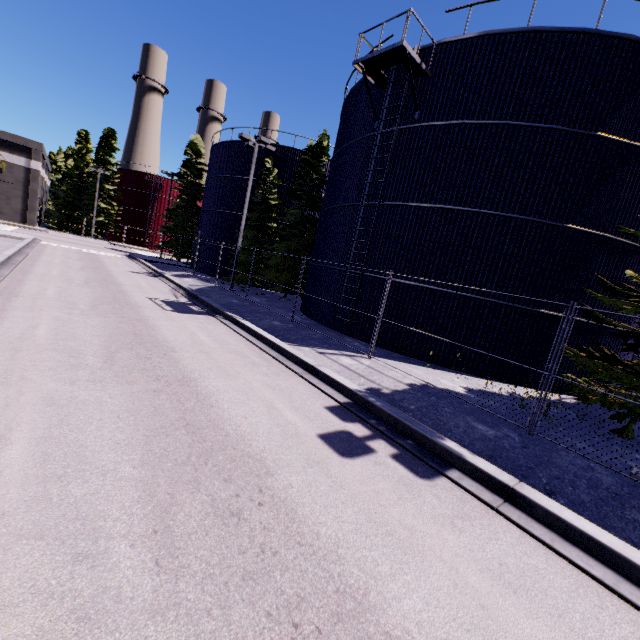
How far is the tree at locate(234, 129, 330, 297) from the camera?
23.5 meters

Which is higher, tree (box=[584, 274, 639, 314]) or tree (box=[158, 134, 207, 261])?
tree (box=[158, 134, 207, 261])

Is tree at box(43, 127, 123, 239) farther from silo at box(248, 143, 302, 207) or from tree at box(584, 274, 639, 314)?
tree at box(584, 274, 639, 314)

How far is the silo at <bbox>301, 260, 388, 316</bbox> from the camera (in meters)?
13.94

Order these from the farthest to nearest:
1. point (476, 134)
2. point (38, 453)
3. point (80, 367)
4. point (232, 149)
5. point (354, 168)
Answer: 1. point (232, 149)
2. point (354, 168)
3. point (476, 134)
4. point (80, 367)
5. point (38, 453)

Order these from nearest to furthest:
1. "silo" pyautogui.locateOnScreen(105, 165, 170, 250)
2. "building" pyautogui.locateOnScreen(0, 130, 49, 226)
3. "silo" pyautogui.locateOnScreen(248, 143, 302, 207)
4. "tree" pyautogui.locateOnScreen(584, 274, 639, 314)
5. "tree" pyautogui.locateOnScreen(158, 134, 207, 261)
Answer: "tree" pyautogui.locateOnScreen(584, 274, 639, 314)
"silo" pyautogui.locateOnScreen(248, 143, 302, 207)
"tree" pyautogui.locateOnScreen(158, 134, 207, 261)
"building" pyautogui.locateOnScreen(0, 130, 49, 226)
"silo" pyautogui.locateOnScreen(105, 165, 170, 250)

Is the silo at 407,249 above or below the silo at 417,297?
above

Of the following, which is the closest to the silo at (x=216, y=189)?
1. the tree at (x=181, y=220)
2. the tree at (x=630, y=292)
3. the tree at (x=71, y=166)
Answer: the tree at (x=630, y=292)
